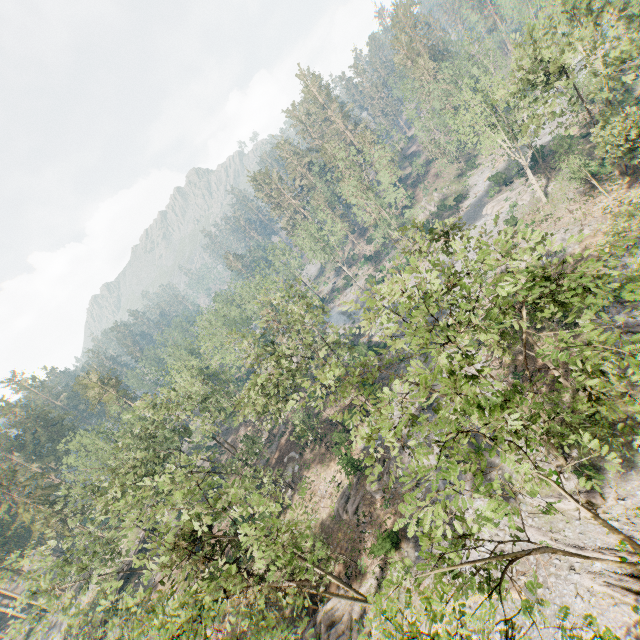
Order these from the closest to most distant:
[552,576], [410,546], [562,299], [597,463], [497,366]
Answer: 1. [562,299]
2. [552,576]
3. [597,463]
4. [410,546]
5. [497,366]

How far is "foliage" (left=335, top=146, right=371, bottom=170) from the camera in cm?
4813

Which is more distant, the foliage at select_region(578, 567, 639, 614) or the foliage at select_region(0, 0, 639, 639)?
the foliage at select_region(578, 567, 639, 614)

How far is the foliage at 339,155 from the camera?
48.1m

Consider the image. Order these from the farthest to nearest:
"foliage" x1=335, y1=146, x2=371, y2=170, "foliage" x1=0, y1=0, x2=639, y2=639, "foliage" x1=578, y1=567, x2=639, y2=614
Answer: "foliage" x1=335, y1=146, x2=371, y2=170 → "foliage" x1=578, y1=567, x2=639, y2=614 → "foliage" x1=0, y1=0, x2=639, y2=639

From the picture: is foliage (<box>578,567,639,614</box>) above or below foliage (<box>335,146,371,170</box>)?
below

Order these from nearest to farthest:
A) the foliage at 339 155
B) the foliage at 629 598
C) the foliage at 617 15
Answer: the foliage at 617 15 < the foliage at 629 598 < the foliage at 339 155
